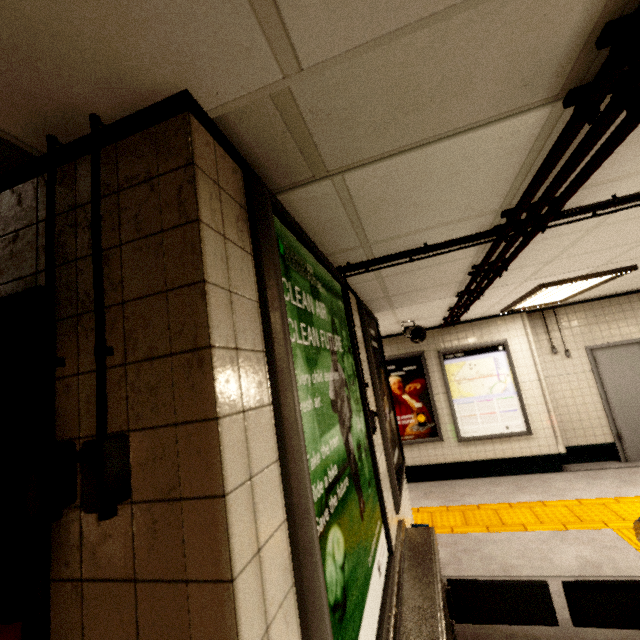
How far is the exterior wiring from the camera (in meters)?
0.63

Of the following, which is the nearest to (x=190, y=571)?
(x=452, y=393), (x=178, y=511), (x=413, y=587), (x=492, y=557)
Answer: (x=178, y=511)

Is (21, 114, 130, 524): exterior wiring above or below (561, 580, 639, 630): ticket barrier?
above

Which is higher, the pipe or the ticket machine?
the pipe

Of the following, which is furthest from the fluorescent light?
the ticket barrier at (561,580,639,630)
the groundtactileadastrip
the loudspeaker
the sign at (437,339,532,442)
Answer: the groundtactileadastrip

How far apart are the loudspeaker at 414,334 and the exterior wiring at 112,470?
4.7m

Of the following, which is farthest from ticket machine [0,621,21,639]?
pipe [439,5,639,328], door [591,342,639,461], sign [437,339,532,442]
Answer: door [591,342,639,461]

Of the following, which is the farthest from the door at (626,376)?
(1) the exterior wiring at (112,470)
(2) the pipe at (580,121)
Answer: (1) the exterior wiring at (112,470)
